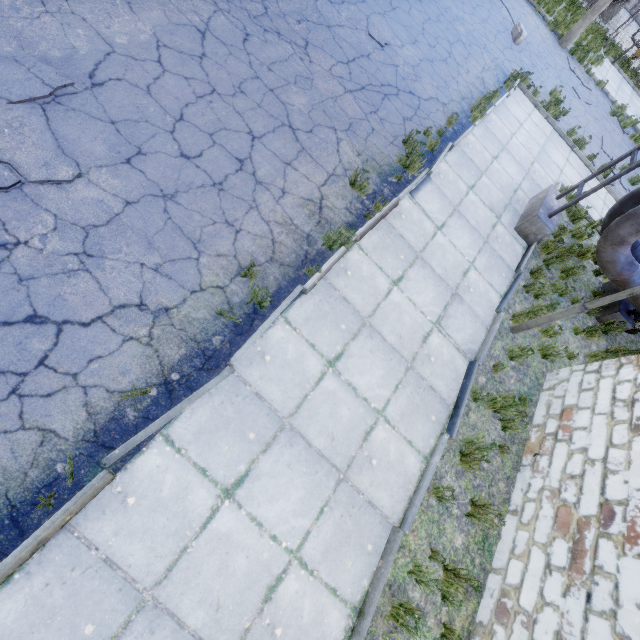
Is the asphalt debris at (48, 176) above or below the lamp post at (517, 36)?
below

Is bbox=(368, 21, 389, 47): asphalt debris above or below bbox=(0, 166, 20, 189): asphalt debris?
above

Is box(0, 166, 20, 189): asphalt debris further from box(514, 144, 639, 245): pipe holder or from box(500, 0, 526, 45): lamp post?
box(500, 0, 526, 45): lamp post

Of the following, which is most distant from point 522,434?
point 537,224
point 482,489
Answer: point 537,224

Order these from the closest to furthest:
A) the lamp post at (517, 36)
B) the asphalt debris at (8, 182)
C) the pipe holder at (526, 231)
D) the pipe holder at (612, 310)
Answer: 1. the asphalt debris at (8, 182)
2. the pipe holder at (526, 231)
3. the pipe holder at (612, 310)
4. the lamp post at (517, 36)

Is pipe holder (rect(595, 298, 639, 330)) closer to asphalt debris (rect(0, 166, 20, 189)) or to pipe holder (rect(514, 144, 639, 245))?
pipe holder (rect(514, 144, 639, 245))

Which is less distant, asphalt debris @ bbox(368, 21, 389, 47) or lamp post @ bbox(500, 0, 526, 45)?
asphalt debris @ bbox(368, 21, 389, 47)
